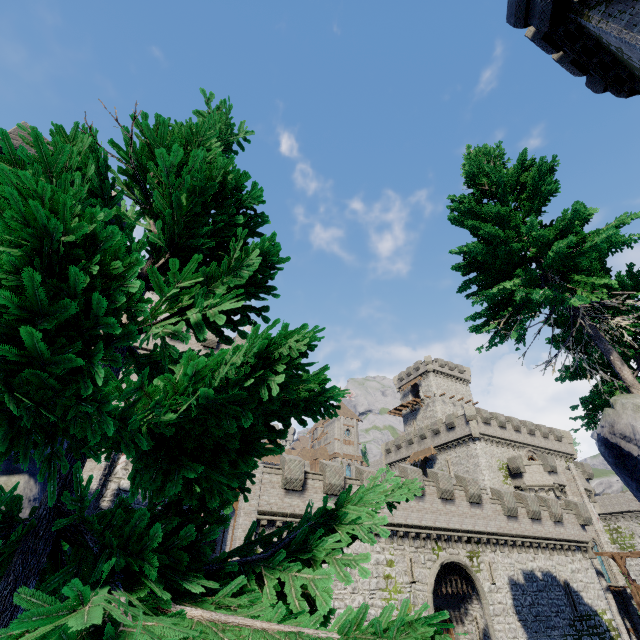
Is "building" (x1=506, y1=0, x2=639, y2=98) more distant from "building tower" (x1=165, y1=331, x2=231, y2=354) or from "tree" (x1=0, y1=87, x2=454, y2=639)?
"building tower" (x1=165, y1=331, x2=231, y2=354)

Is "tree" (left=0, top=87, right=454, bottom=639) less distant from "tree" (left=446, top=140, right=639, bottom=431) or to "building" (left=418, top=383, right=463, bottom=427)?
"tree" (left=446, top=140, right=639, bottom=431)

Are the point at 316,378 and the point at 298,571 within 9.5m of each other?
yes

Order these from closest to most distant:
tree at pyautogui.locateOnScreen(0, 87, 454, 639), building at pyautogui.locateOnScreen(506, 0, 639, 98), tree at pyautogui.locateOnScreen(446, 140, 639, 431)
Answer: tree at pyautogui.locateOnScreen(0, 87, 454, 639)
tree at pyautogui.locateOnScreen(446, 140, 639, 431)
building at pyautogui.locateOnScreen(506, 0, 639, 98)

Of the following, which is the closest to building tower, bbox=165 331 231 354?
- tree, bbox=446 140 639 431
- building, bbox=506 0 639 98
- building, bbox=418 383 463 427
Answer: tree, bbox=446 140 639 431

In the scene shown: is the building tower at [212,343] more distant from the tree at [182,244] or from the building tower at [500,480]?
the building tower at [500,480]

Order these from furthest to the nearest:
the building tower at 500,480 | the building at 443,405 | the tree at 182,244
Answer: the building at 443,405
the building tower at 500,480
the tree at 182,244

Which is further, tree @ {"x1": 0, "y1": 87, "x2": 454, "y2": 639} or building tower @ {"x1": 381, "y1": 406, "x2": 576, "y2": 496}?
building tower @ {"x1": 381, "y1": 406, "x2": 576, "y2": 496}
